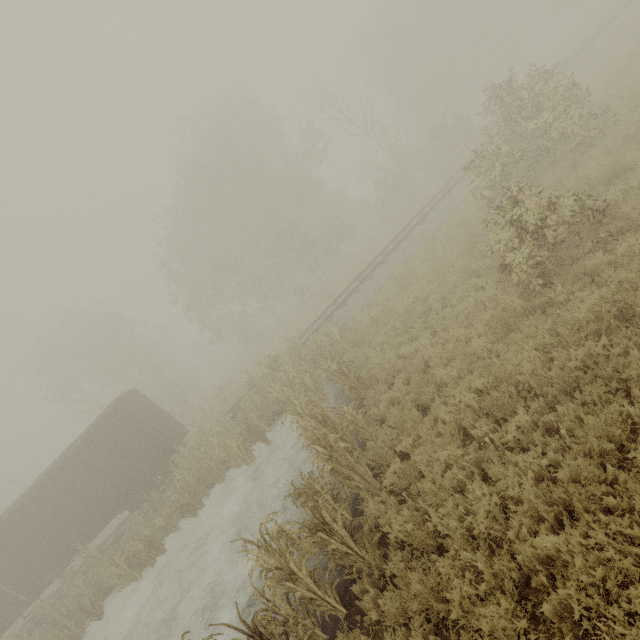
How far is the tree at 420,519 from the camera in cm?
500

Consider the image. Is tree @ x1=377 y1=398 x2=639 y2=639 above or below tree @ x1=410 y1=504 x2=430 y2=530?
below

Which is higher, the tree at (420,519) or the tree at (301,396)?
the tree at (301,396)

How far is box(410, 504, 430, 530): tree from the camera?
5.0m

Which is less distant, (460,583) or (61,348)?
(460,583)

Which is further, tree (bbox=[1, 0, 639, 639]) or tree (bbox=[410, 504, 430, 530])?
tree (bbox=[1, 0, 639, 639])

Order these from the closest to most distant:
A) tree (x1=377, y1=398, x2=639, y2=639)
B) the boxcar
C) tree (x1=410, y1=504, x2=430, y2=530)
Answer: tree (x1=377, y1=398, x2=639, y2=639), tree (x1=410, y1=504, x2=430, y2=530), the boxcar
